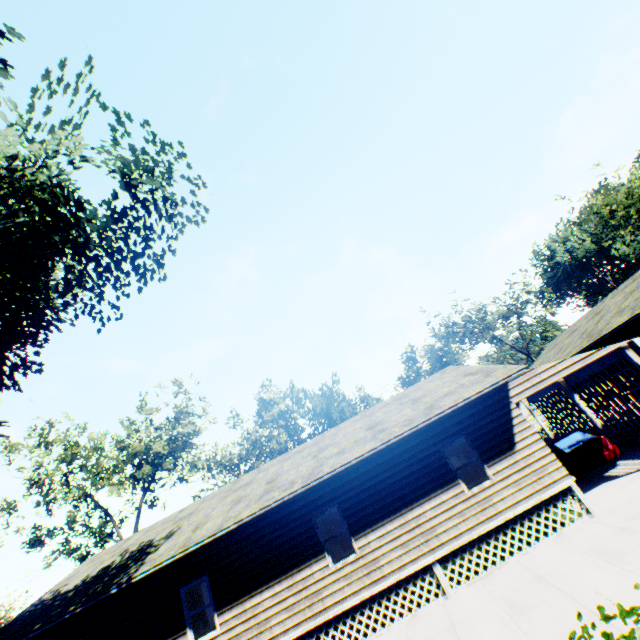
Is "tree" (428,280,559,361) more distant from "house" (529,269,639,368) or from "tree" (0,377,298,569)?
"tree" (0,377,298,569)

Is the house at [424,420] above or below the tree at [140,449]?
below

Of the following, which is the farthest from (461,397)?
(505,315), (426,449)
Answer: (505,315)

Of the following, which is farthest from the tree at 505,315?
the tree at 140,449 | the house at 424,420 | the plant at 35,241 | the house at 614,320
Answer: the plant at 35,241

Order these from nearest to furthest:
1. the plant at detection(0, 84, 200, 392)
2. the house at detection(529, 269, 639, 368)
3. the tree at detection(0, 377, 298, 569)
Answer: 1. the plant at detection(0, 84, 200, 392)
2. the house at detection(529, 269, 639, 368)
3. the tree at detection(0, 377, 298, 569)

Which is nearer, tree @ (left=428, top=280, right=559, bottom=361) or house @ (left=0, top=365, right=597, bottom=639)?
house @ (left=0, top=365, right=597, bottom=639)

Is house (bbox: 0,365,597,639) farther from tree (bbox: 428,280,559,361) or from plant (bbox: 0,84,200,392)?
tree (bbox: 428,280,559,361)

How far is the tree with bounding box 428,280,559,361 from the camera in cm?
4678
